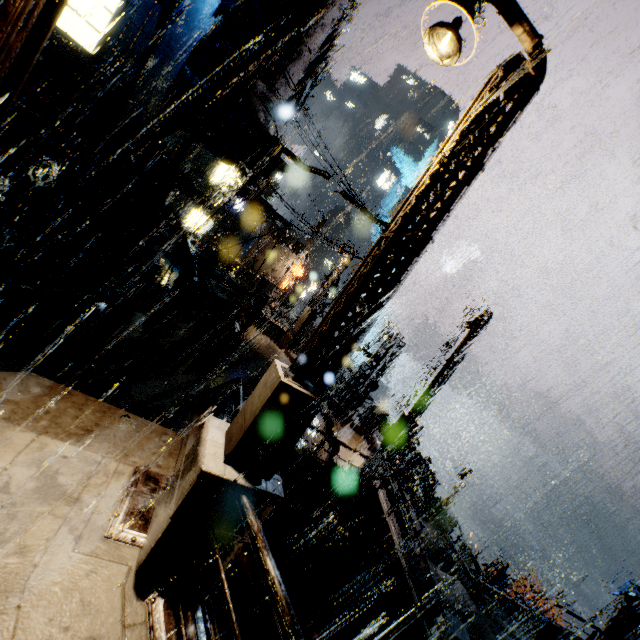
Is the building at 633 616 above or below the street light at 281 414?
below

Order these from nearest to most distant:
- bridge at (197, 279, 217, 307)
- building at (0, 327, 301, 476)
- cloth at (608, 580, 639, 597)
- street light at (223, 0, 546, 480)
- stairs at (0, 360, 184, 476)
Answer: street light at (223, 0, 546, 480), stairs at (0, 360, 184, 476), building at (0, 327, 301, 476), bridge at (197, 279, 217, 307), cloth at (608, 580, 639, 597)

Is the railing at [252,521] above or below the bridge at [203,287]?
above

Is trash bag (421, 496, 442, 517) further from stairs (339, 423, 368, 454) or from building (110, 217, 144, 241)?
stairs (339, 423, 368, 454)

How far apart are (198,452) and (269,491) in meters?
1.0 m

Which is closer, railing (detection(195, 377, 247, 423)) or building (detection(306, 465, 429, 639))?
railing (detection(195, 377, 247, 423))

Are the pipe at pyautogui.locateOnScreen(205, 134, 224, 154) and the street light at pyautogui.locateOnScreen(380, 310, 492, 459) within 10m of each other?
no

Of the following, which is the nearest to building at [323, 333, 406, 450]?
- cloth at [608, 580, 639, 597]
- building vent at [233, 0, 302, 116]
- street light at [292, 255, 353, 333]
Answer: building vent at [233, 0, 302, 116]
